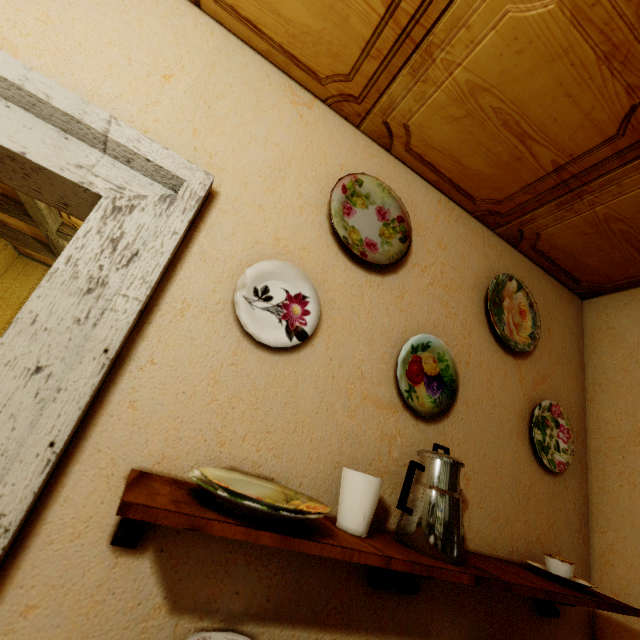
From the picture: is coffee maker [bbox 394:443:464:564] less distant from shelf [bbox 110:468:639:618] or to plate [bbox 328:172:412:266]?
shelf [bbox 110:468:639:618]

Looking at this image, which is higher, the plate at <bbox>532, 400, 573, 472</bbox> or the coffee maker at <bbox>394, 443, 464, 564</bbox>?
the plate at <bbox>532, 400, 573, 472</bbox>

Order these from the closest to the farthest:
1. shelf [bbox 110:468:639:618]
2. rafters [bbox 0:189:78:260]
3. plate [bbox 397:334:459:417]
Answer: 1. shelf [bbox 110:468:639:618]
2. plate [bbox 397:334:459:417]
3. rafters [bbox 0:189:78:260]

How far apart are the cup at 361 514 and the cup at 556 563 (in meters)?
0.72

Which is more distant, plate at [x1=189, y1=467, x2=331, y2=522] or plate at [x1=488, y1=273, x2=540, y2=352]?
plate at [x1=488, y1=273, x2=540, y2=352]

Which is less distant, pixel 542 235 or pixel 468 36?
pixel 468 36

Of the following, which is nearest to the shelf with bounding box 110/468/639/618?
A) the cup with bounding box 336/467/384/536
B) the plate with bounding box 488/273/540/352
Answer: the cup with bounding box 336/467/384/536

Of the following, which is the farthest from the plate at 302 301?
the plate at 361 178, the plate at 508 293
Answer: the plate at 508 293
